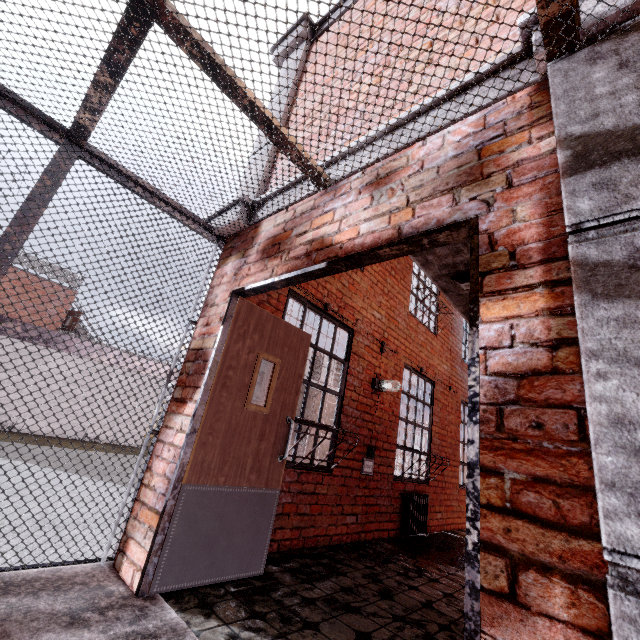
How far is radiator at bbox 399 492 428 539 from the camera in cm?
514

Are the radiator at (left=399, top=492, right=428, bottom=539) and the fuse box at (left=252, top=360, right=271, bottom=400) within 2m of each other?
no

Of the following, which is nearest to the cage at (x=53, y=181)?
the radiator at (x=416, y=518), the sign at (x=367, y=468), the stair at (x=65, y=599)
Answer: the stair at (x=65, y=599)

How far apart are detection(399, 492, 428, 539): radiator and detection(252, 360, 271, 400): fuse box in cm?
343

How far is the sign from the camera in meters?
4.6

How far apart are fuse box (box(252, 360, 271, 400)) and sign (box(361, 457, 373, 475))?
2.19m

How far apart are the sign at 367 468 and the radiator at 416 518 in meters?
0.9

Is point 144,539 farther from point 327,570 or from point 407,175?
point 407,175
